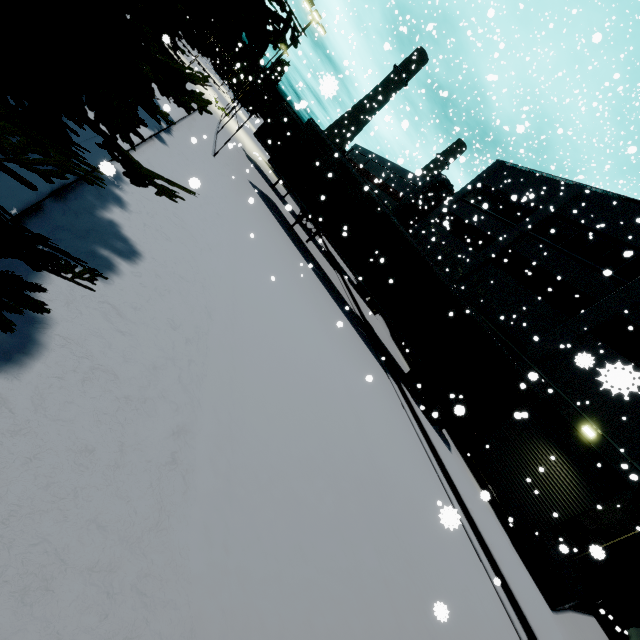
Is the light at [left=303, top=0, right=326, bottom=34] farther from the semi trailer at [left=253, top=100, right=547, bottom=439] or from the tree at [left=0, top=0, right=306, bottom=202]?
the tree at [left=0, top=0, right=306, bottom=202]

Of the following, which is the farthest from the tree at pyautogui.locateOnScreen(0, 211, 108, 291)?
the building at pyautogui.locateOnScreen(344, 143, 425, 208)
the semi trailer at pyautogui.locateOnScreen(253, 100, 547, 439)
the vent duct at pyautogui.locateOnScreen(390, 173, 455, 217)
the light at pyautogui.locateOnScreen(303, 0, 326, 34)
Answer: the light at pyautogui.locateOnScreen(303, 0, 326, 34)

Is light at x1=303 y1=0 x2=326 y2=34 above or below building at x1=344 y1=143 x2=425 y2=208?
above

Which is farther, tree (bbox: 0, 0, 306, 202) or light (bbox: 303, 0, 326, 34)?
light (bbox: 303, 0, 326, 34)

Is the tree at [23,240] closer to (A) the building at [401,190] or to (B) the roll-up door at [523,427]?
(A) the building at [401,190]

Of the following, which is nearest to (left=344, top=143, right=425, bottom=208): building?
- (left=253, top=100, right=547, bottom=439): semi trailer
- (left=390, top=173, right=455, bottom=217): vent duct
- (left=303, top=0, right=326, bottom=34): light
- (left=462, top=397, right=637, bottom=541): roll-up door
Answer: (left=462, top=397, right=637, bottom=541): roll-up door

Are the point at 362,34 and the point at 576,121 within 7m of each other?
no

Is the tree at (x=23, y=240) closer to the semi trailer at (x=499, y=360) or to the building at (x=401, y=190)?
the building at (x=401, y=190)
